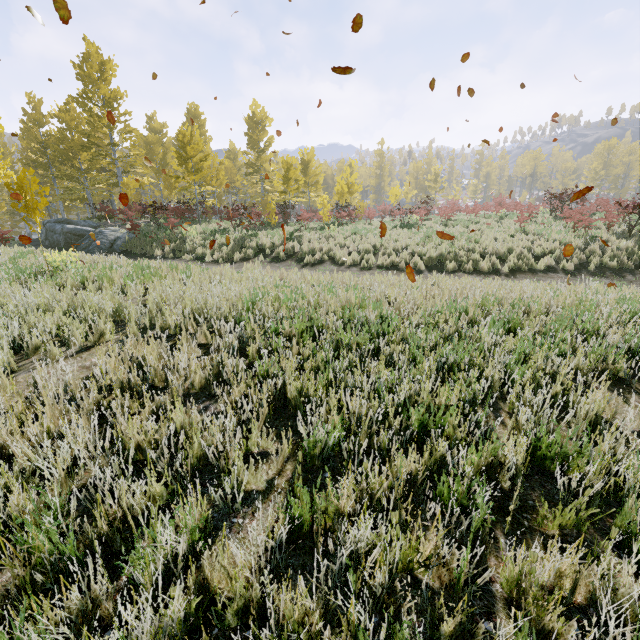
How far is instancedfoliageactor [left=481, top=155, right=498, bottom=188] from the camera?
58.8 meters

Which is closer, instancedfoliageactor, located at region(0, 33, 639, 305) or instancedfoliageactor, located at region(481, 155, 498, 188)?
instancedfoliageactor, located at region(0, 33, 639, 305)

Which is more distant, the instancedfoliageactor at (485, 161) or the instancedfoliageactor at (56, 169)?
the instancedfoliageactor at (485, 161)

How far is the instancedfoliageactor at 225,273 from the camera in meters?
7.3 m

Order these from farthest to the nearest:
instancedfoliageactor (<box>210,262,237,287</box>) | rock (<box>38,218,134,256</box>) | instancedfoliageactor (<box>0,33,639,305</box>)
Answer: rock (<box>38,218,134,256</box>) < instancedfoliageactor (<box>0,33,639,305</box>) < instancedfoliageactor (<box>210,262,237,287</box>)

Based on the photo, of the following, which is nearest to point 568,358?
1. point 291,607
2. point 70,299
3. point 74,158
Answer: point 291,607

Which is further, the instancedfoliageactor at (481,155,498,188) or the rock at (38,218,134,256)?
the instancedfoliageactor at (481,155,498,188)

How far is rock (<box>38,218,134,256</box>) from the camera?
16.20m
